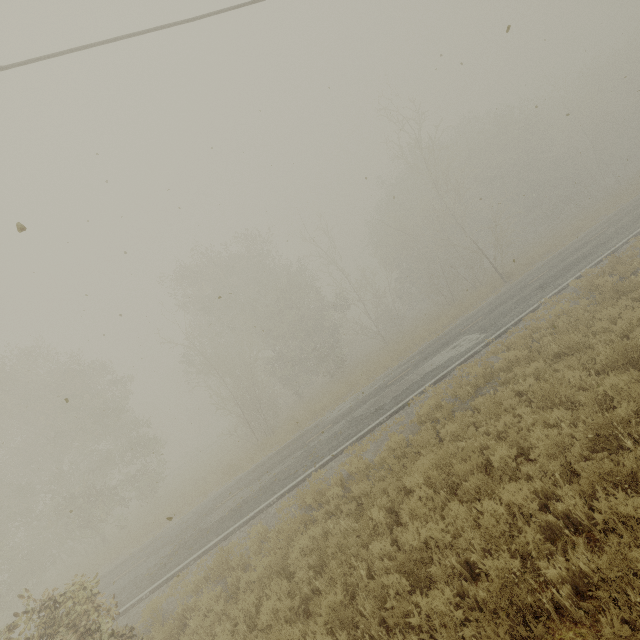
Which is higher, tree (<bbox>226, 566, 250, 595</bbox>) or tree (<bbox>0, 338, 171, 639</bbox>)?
tree (<bbox>0, 338, 171, 639</bbox>)

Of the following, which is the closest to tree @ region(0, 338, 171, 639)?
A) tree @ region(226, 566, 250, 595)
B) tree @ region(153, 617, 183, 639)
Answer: tree @ region(153, 617, 183, 639)

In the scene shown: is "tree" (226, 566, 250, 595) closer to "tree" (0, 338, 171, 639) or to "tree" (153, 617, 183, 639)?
"tree" (153, 617, 183, 639)

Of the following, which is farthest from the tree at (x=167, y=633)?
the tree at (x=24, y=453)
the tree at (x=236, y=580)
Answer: the tree at (x=236, y=580)

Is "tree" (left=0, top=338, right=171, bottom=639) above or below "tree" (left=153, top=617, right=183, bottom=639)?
above

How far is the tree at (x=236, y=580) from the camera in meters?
7.5 m

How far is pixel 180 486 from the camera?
27.30m
